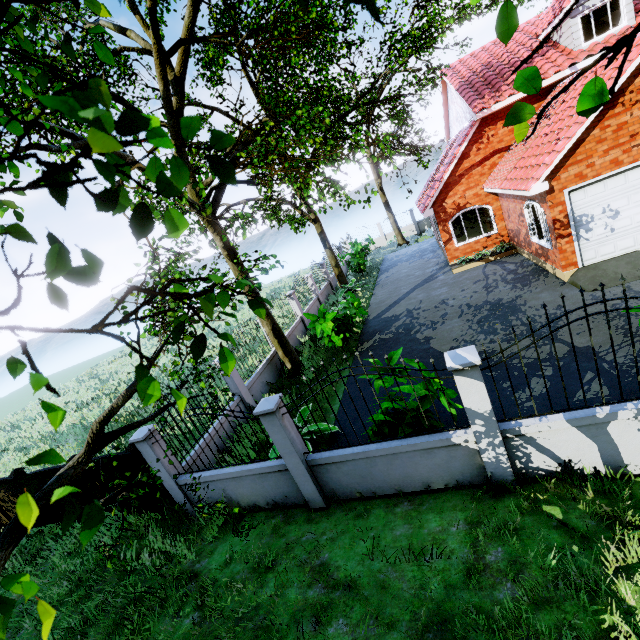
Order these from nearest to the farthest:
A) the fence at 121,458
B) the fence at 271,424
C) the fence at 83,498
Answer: the fence at 271,424, the fence at 121,458, the fence at 83,498

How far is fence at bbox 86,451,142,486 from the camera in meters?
7.3 m

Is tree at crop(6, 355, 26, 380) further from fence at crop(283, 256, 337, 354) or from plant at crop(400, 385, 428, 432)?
plant at crop(400, 385, 428, 432)

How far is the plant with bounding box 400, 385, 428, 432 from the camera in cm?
552

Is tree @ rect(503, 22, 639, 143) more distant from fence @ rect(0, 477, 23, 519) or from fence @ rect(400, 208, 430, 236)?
fence @ rect(400, 208, 430, 236)

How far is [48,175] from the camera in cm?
60

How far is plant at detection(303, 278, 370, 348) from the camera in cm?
1163

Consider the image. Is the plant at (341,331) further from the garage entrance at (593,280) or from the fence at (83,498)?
the garage entrance at (593,280)
